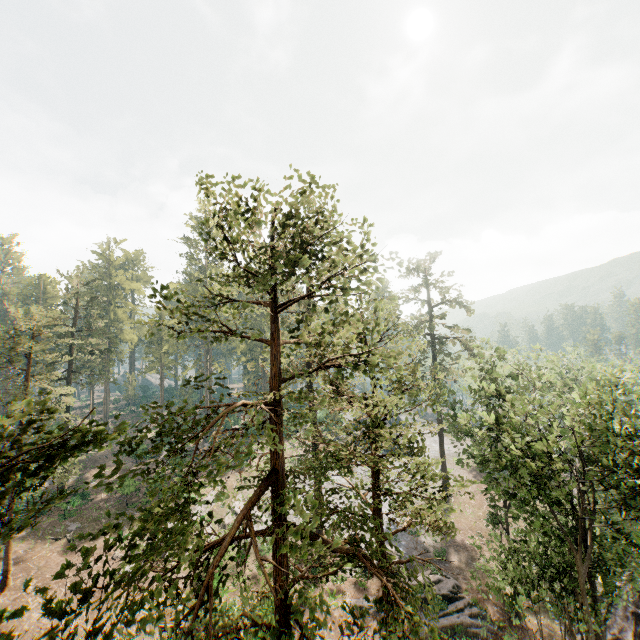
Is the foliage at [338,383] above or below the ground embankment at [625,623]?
above

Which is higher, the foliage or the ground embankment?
the foliage

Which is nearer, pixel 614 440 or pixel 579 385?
pixel 614 440

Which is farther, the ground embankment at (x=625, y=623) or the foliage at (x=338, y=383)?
the ground embankment at (x=625, y=623)

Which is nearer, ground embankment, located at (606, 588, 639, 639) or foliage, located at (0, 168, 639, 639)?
foliage, located at (0, 168, 639, 639)
